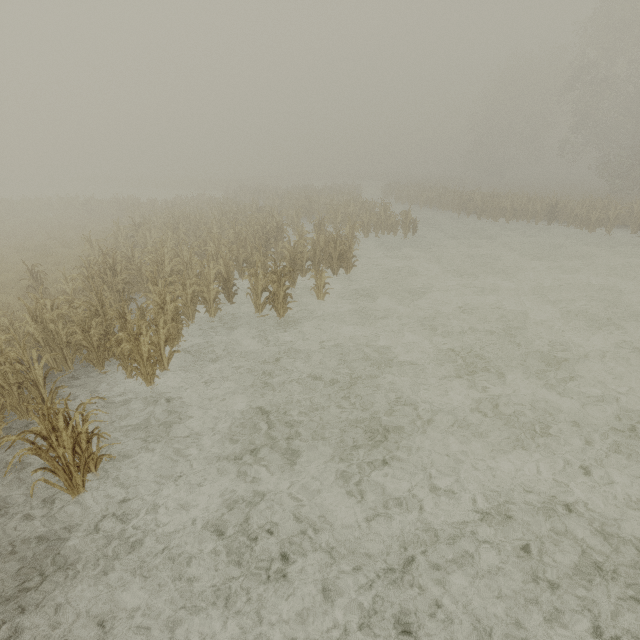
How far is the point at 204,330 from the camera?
9.7m
